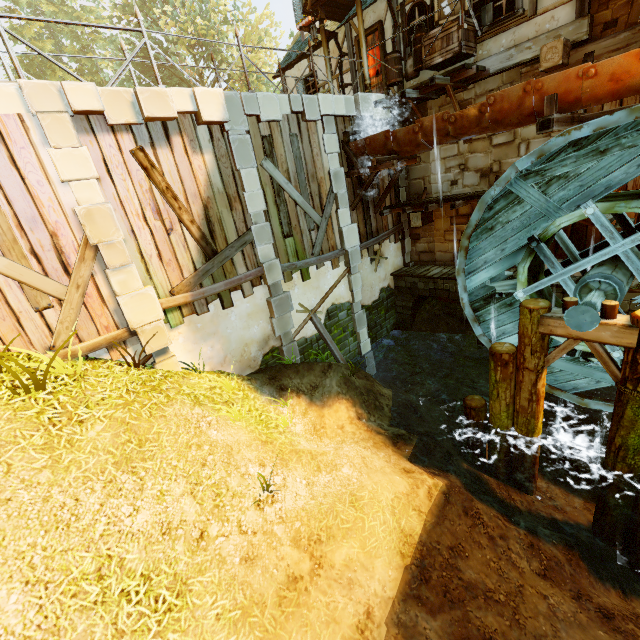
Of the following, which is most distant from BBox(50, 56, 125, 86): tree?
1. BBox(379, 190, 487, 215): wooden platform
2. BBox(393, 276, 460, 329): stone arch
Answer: BBox(393, 276, 460, 329): stone arch

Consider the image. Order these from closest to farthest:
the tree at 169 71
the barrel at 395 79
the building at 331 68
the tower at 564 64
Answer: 1. the tower at 564 64
2. the barrel at 395 79
3. the building at 331 68
4. the tree at 169 71

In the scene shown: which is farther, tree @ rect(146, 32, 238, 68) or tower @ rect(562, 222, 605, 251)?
tree @ rect(146, 32, 238, 68)

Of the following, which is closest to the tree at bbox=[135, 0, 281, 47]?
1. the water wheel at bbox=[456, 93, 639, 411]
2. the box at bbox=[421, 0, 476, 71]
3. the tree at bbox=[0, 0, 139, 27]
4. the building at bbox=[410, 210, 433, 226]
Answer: the tree at bbox=[0, 0, 139, 27]

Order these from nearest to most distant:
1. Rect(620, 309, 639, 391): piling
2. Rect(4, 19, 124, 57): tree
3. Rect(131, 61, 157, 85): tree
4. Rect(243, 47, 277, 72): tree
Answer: Rect(620, 309, 639, 391): piling → Rect(4, 19, 124, 57): tree → Rect(243, 47, 277, 72): tree → Rect(131, 61, 157, 85): tree

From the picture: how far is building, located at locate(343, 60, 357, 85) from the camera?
12.0 meters

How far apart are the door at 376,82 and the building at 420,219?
4.19m

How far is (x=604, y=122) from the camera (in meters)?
5.84
